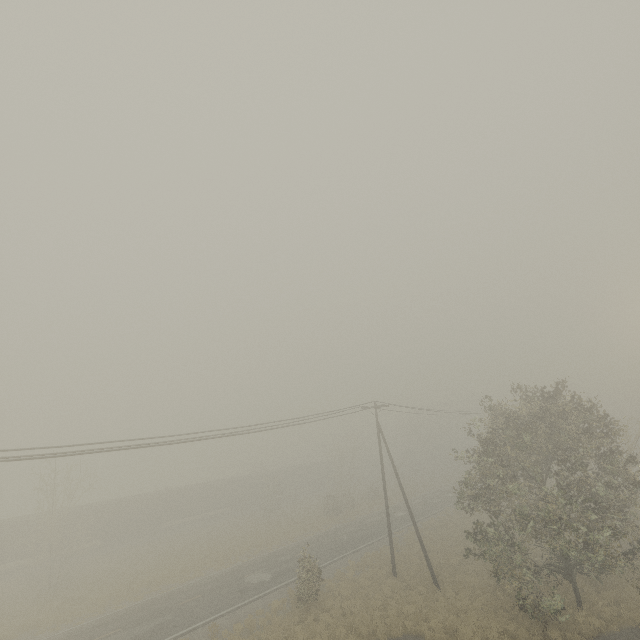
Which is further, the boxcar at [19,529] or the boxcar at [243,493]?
the boxcar at [243,493]

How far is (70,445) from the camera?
13.0m

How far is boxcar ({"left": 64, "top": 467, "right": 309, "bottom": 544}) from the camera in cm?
3805

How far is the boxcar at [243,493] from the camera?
38.1m

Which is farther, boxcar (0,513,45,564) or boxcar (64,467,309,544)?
boxcar (64,467,309,544)
